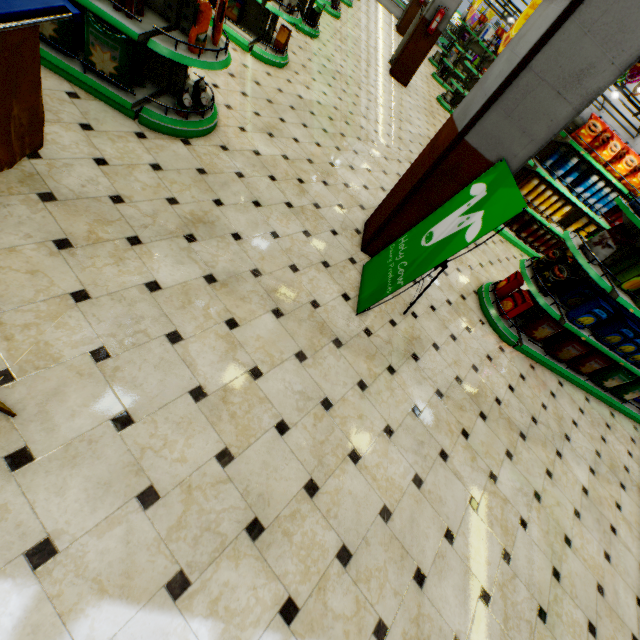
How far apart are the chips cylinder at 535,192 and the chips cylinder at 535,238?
0.4m

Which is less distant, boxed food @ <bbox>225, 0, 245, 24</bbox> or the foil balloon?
boxed food @ <bbox>225, 0, 245, 24</bbox>

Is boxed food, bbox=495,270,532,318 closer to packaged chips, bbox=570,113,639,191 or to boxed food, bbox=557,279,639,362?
boxed food, bbox=557,279,639,362

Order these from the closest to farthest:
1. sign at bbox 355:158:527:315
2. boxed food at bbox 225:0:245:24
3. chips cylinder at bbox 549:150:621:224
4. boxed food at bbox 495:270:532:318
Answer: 1. sign at bbox 355:158:527:315
2. boxed food at bbox 495:270:532:318
3. boxed food at bbox 225:0:245:24
4. chips cylinder at bbox 549:150:621:224

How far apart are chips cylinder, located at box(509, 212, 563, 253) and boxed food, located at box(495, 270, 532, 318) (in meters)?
3.34

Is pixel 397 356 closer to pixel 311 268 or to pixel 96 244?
pixel 311 268

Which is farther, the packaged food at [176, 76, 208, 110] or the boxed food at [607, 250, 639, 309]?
the boxed food at [607, 250, 639, 309]

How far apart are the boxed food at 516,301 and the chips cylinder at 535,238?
3.3 meters
